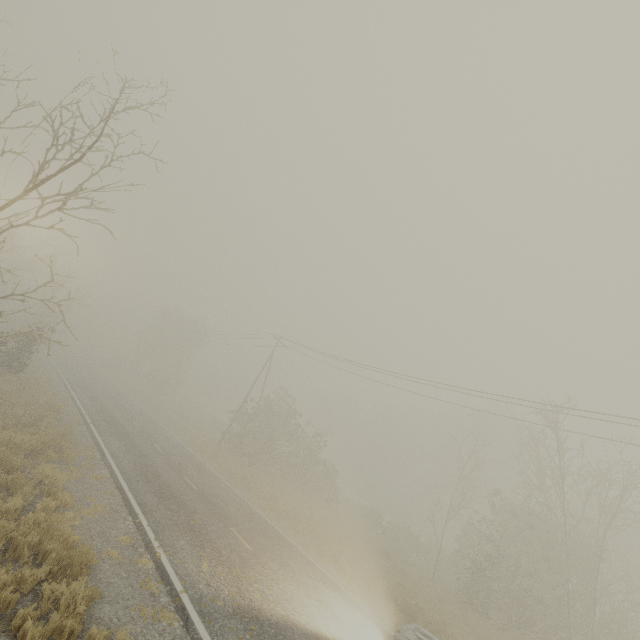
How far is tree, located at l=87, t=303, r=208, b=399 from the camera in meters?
48.8 m

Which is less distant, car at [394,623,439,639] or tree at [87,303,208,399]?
car at [394,623,439,639]

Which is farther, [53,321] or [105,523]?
[53,321]

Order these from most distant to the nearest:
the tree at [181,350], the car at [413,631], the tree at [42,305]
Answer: the tree at [181,350] < the car at [413,631] < the tree at [42,305]

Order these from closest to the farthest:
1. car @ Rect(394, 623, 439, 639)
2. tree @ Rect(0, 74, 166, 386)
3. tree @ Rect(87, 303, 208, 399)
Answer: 1. tree @ Rect(0, 74, 166, 386)
2. car @ Rect(394, 623, 439, 639)
3. tree @ Rect(87, 303, 208, 399)

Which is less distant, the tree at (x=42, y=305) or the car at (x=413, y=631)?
the tree at (x=42, y=305)

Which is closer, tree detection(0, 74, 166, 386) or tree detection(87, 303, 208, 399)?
tree detection(0, 74, 166, 386)
